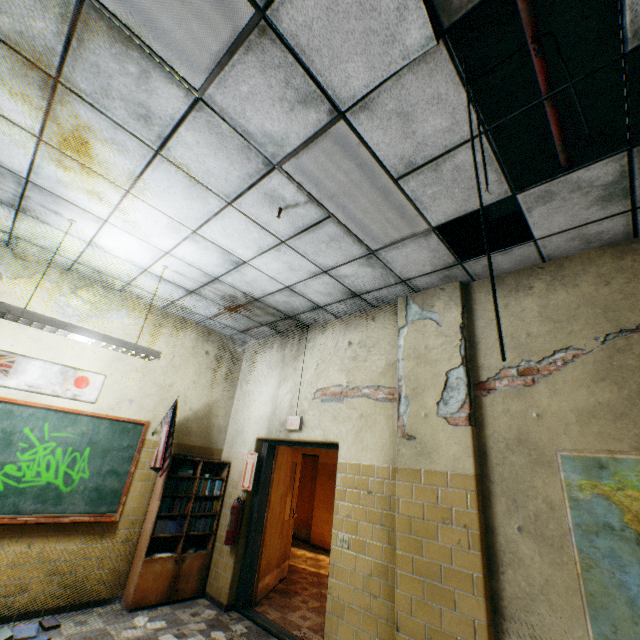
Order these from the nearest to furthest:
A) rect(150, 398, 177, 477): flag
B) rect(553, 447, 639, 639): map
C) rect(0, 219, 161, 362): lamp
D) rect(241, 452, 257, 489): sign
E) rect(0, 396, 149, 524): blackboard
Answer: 1. rect(553, 447, 639, 639): map
2. rect(0, 219, 161, 362): lamp
3. rect(0, 396, 149, 524): blackboard
4. rect(150, 398, 177, 477): flag
5. rect(241, 452, 257, 489): sign

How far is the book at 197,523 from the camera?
4.8m

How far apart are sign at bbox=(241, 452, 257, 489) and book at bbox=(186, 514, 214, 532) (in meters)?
0.42

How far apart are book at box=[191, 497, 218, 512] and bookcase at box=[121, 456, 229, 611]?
0.01m

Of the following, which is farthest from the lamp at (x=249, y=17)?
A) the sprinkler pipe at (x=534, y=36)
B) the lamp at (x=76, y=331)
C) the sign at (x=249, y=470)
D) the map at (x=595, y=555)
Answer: the sign at (x=249, y=470)

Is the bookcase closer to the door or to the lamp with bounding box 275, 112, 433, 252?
the door

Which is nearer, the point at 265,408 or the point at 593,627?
the point at 593,627

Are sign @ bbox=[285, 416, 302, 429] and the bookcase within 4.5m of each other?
yes
